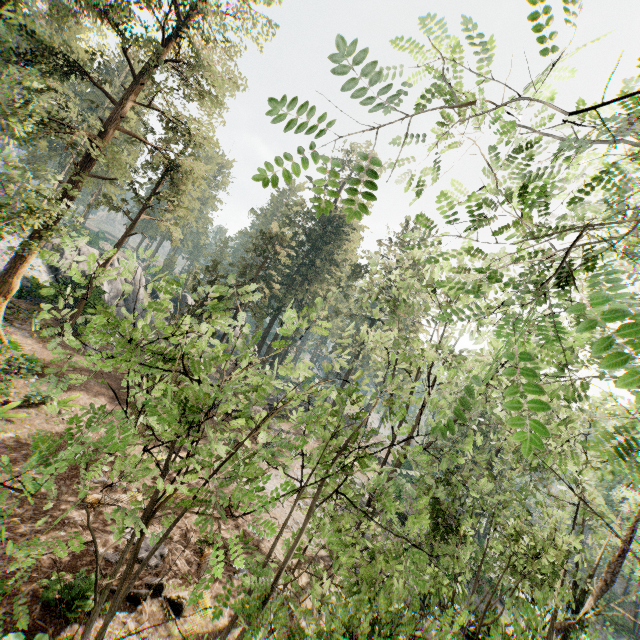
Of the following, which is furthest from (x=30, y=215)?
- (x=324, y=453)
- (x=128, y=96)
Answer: (x=324, y=453)

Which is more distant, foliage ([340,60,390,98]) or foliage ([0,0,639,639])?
foliage ([0,0,639,639])

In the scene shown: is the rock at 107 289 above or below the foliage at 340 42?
below

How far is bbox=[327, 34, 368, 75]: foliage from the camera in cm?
150

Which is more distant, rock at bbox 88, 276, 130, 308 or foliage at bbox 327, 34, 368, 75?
rock at bbox 88, 276, 130, 308

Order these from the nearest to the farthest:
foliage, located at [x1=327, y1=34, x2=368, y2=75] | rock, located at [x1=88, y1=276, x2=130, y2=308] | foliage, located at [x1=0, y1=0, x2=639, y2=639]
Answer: foliage, located at [x1=327, y1=34, x2=368, y2=75] → foliage, located at [x1=0, y1=0, x2=639, y2=639] → rock, located at [x1=88, y1=276, x2=130, y2=308]

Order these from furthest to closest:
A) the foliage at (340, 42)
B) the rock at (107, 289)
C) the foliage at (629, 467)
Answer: the rock at (107, 289)
the foliage at (629, 467)
the foliage at (340, 42)

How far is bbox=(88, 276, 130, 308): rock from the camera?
25.1 meters
